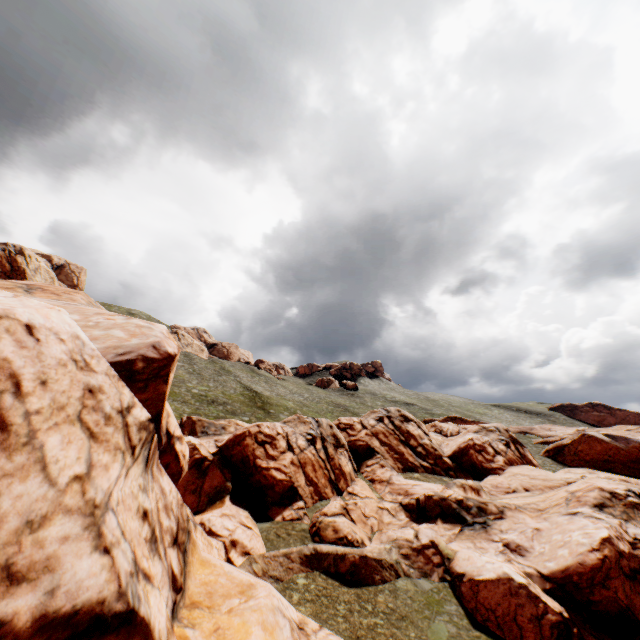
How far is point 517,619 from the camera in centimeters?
1736cm
